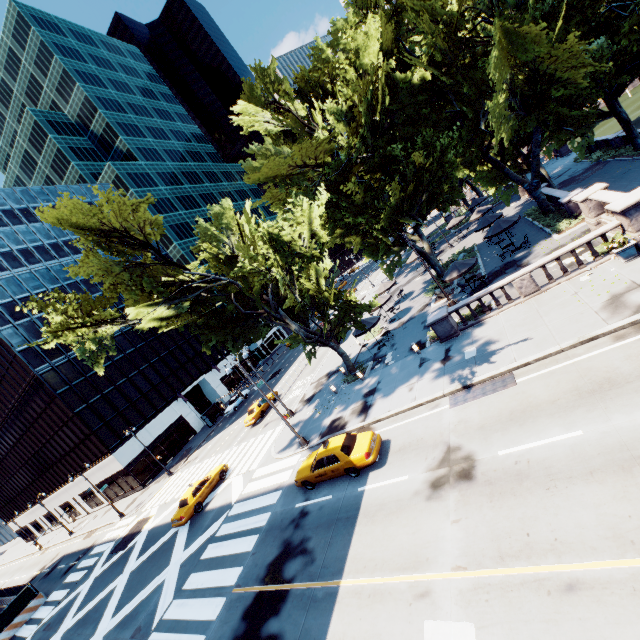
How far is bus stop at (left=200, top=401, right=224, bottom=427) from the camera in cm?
4562

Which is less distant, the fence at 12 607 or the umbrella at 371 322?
the umbrella at 371 322

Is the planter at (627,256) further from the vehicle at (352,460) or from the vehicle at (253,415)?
the vehicle at (253,415)

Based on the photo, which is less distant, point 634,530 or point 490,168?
point 634,530

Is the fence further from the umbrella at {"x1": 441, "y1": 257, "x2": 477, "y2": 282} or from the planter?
the planter

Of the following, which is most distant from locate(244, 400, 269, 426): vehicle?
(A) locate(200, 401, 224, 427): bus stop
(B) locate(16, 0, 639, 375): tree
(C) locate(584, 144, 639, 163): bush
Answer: (C) locate(584, 144, 639, 163): bush

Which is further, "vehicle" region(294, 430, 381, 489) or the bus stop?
the bus stop

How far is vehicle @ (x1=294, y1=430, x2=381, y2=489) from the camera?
14.6 meters
